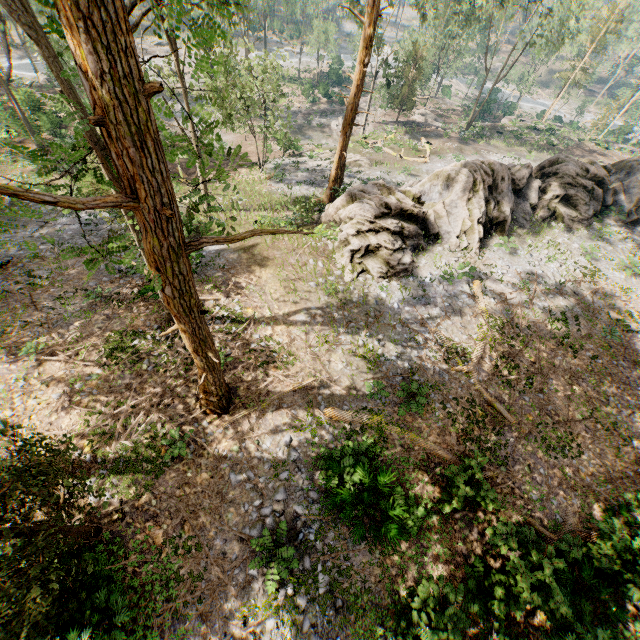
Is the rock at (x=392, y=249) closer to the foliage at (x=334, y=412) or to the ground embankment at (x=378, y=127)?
the foliage at (x=334, y=412)

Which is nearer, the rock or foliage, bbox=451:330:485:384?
foliage, bbox=451:330:485:384

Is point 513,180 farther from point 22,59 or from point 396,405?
point 22,59

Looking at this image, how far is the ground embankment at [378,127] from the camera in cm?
3928

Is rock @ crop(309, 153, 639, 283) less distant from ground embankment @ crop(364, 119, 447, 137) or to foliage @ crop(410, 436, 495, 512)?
foliage @ crop(410, 436, 495, 512)

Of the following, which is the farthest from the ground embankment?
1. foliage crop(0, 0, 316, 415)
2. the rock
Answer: the rock

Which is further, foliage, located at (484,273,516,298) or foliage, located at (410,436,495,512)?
foliage, located at (484,273,516,298)
